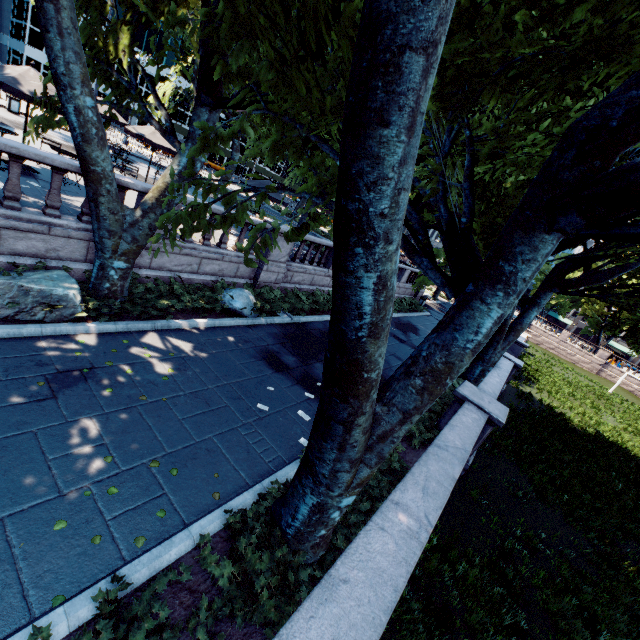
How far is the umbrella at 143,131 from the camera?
14.7m

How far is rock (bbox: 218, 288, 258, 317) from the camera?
11.0m

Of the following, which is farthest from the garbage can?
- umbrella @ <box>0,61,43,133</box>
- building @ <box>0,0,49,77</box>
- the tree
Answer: building @ <box>0,0,49,77</box>

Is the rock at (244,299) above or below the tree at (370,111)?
below

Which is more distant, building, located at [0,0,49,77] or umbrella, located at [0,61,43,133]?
building, located at [0,0,49,77]

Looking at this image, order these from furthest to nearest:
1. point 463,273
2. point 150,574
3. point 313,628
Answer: point 463,273 → point 150,574 → point 313,628

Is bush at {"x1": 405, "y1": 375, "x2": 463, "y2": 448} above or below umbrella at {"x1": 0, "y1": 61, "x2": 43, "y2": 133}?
below

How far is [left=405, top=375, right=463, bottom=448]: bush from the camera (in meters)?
8.66
